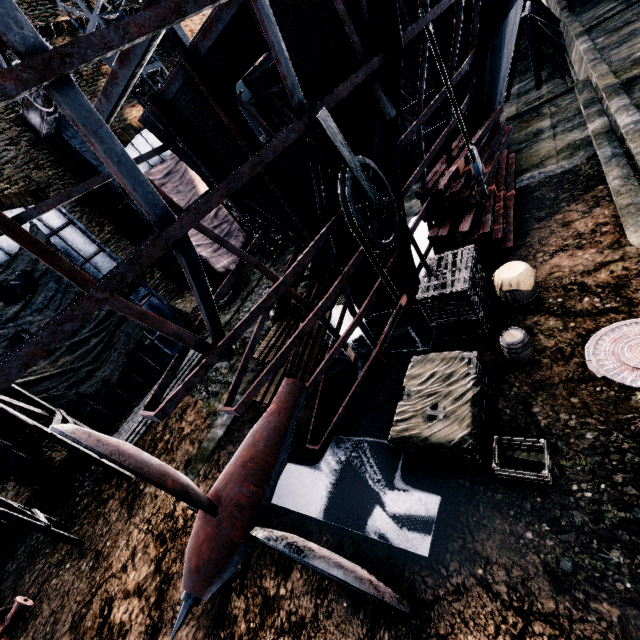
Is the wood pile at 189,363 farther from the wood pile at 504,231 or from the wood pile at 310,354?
the wood pile at 504,231

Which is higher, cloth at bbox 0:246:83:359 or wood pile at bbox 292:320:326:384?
cloth at bbox 0:246:83:359

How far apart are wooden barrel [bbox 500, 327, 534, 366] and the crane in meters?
18.8 m

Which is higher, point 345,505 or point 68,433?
point 68,433

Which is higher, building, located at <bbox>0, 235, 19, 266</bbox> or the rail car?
building, located at <bbox>0, 235, 19, 266</bbox>

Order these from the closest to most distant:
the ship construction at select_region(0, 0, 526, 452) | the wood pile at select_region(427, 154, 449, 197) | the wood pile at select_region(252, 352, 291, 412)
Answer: the ship construction at select_region(0, 0, 526, 452) → the wood pile at select_region(252, 352, 291, 412) → the wood pile at select_region(427, 154, 449, 197)

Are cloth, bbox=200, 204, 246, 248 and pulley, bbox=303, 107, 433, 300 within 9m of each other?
no

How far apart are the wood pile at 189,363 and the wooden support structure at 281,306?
6.48m
